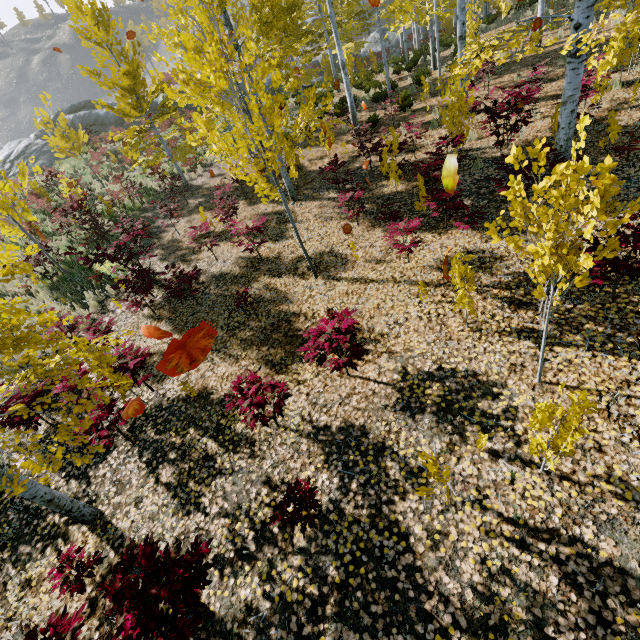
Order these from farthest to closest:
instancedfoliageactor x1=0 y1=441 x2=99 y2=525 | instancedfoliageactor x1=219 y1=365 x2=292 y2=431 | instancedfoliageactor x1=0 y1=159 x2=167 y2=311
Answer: instancedfoliageactor x1=0 y1=159 x2=167 y2=311 → instancedfoliageactor x1=219 y1=365 x2=292 y2=431 → instancedfoliageactor x1=0 y1=441 x2=99 y2=525

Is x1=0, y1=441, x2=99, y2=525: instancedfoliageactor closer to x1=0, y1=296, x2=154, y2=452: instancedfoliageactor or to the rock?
x1=0, y1=296, x2=154, y2=452: instancedfoliageactor

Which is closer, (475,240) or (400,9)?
(475,240)

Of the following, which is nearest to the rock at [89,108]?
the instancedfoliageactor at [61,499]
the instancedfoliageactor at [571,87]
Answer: the instancedfoliageactor at [571,87]

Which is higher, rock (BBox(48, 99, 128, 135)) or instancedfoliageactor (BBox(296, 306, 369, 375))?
rock (BBox(48, 99, 128, 135))

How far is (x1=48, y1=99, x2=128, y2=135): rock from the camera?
27.6 meters

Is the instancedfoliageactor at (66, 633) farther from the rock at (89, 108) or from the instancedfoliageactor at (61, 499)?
the rock at (89, 108)

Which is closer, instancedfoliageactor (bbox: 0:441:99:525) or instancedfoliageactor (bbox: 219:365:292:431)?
instancedfoliageactor (bbox: 0:441:99:525)
